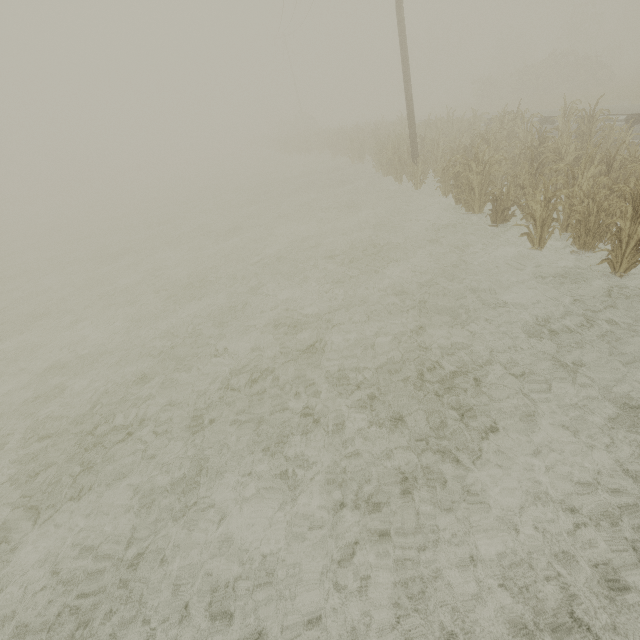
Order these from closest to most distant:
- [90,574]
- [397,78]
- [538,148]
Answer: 1. [90,574]
2. [538,148]
3. [397,78]
